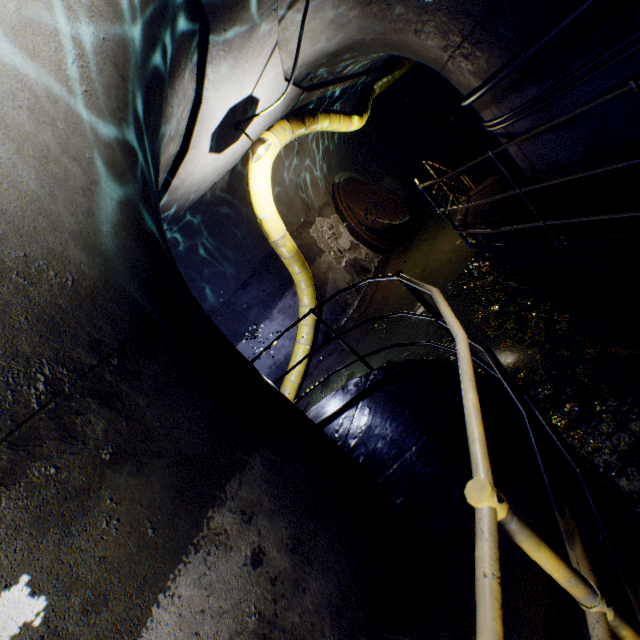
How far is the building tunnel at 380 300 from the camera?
7.9m

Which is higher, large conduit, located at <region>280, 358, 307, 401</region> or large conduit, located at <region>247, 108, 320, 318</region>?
large conduit, located at <region>247, 108, 320, 318</region>

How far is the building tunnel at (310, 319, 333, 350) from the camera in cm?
823

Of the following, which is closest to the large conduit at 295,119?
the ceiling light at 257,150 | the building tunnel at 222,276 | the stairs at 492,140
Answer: the building tunnel at 222,276

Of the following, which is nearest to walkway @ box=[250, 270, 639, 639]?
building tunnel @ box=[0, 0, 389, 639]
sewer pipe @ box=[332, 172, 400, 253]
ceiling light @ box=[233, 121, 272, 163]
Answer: building tunnel @ box=[0, 0, 389, 639]

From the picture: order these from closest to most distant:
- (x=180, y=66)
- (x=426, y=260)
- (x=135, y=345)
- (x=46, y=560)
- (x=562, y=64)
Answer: (x=46, y=560) < (x=135, y=345) < (x=180, y=66) < (x=562, y=64) < (x=426, y=260)

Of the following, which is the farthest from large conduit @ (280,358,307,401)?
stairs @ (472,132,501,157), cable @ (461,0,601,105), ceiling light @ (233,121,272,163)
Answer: stairs @ (472,132,501,157)
